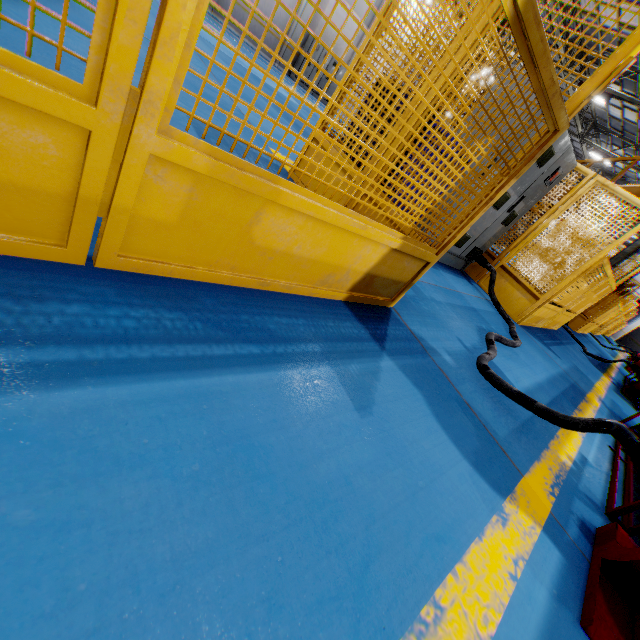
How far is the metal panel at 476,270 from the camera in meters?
5.8 m

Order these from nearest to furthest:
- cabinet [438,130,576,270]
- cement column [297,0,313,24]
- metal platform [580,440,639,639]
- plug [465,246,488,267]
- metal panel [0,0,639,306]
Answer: metal panel [0,0,639,306]
metal platform [580,440,639,639]
cabinet [438,130,576,270]
plug [465,246,488,267]
cement column [297,0,313,24]

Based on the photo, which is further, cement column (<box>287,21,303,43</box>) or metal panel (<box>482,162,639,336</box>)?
cement column (<box>287,21,303,43</box>)

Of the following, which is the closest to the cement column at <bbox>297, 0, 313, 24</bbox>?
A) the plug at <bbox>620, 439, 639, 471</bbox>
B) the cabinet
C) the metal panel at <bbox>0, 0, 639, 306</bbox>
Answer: the metal panel at <bbox>0, 0, 639, 306</bbox>

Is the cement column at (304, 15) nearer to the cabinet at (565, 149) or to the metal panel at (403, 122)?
the metal panel at (403, 122)

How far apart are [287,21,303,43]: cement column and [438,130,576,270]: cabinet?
16.6m

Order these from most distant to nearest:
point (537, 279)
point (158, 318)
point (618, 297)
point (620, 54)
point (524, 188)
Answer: point (618, 297) → point (537, 279) → point (524, 188) → point (620, 54) → point (158, 318)

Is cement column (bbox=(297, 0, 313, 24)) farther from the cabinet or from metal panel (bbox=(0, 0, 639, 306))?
the cabinet
